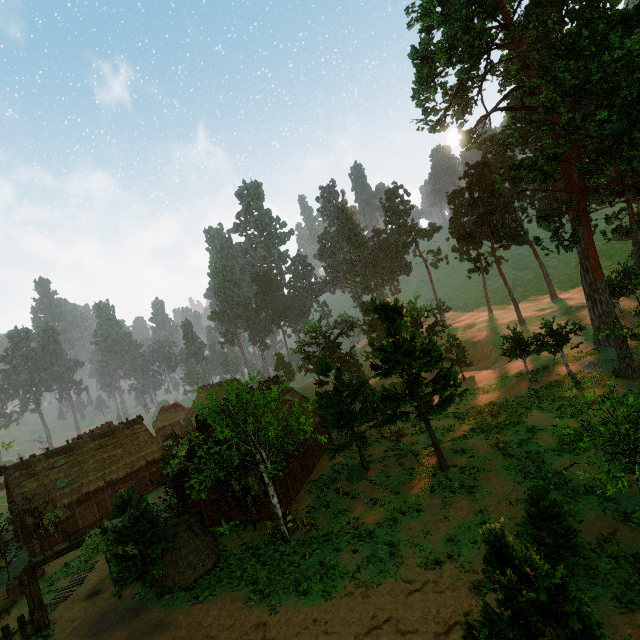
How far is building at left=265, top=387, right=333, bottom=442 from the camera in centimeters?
2796cm

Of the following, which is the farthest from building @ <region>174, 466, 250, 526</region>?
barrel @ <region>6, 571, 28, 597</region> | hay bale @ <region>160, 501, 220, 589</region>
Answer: barrel @ <region>6, 571, 28, 597</region>

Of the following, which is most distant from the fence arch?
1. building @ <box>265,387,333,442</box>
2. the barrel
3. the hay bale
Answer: the barrel

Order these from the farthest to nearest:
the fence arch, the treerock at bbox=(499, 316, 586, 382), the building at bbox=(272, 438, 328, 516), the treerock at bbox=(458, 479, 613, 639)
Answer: the treerock at bbox=(499, 316, 586, 382)
the building at bbox=(272, 438, 328, 516)
the fence arch
the treerock at bbox=(458, 479, 613, 639)

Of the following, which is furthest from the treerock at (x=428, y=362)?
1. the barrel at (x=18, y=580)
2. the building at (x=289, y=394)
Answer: the barrel at (x=18, y=580)

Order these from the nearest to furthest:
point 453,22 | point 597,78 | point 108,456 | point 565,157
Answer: point 597,78 → point 453,22 → point 565,157 → point 108,456

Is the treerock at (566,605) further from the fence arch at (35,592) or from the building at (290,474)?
the fence arch at (35,592)
